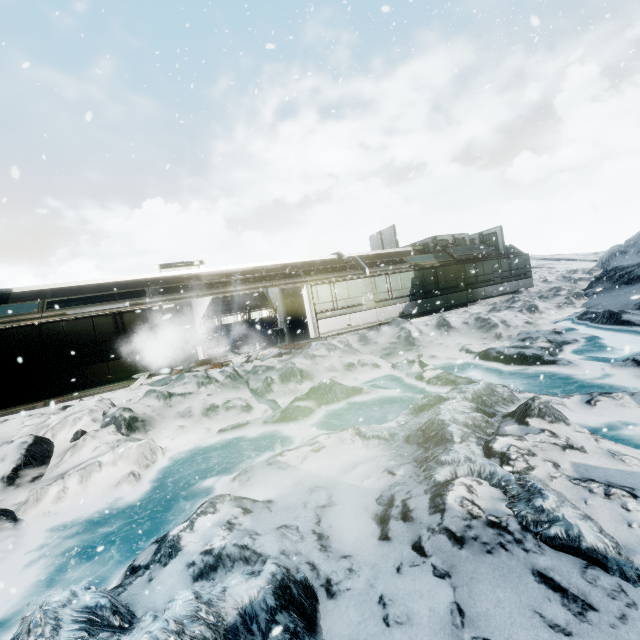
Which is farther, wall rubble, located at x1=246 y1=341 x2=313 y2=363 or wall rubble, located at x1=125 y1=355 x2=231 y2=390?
wall rubble, located at x1=246 y1=341 x2=313 y2=363

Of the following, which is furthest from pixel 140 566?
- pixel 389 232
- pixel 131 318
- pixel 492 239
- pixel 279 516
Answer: pixel 492 239

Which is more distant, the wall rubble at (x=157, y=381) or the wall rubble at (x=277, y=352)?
the wall rubble at (x=277, y=352)

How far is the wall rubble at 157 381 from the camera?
11.6m

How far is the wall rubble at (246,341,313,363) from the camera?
13.00m

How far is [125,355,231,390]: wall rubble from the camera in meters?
11.6 m
